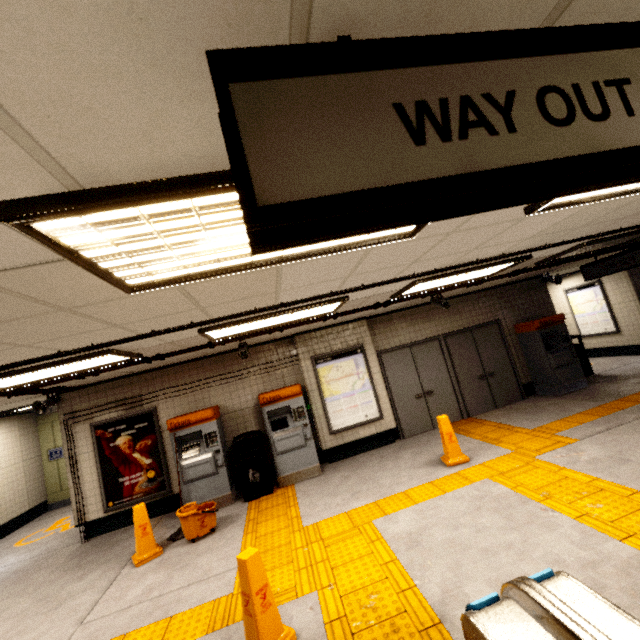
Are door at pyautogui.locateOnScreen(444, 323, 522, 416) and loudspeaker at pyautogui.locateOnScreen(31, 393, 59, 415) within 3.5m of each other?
no

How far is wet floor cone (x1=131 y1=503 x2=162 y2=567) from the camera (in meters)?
4.80

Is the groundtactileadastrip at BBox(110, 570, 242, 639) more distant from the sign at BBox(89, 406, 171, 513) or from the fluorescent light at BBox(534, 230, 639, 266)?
the fluorescent light at BBox(534, 230, 639, 266)

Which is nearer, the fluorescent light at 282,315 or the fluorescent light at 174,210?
the fluorescent light at 174,210

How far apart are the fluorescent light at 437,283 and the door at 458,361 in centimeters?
258cm

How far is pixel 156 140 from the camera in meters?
1.0

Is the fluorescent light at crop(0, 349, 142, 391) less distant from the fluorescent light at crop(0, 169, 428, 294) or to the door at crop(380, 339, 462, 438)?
the fluorescent light at crop(0, 169, 428, 294)

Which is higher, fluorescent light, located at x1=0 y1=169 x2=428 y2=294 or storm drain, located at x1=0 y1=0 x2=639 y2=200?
storm drain, located at x1=0 y1=0 x2=639 y2=200
